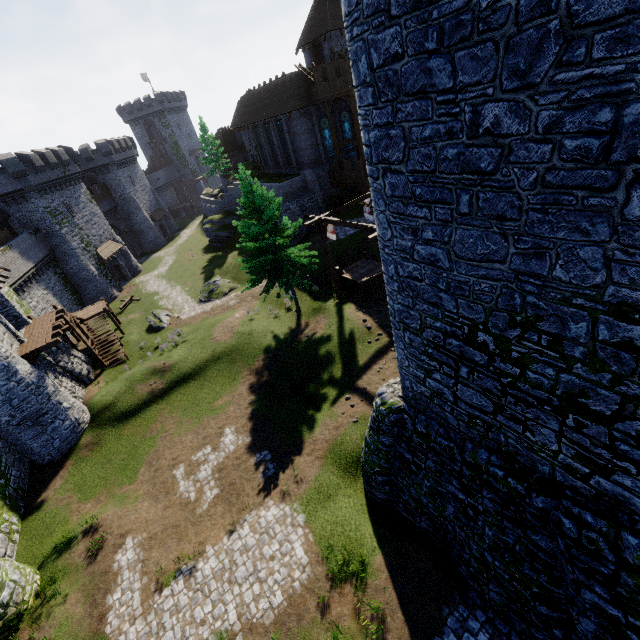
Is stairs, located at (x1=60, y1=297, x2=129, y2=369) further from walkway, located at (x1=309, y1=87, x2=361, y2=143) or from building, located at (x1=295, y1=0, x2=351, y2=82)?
walkway, located at (x1=309, y1=87, x2=361, y2=143)

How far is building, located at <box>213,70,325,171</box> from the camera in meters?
33.4 m

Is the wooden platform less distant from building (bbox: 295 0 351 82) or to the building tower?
the building tower

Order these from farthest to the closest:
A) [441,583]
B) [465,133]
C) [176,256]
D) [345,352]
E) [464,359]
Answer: [176,256] < [345,352] < [441,583] < [464,359] < [465,133]

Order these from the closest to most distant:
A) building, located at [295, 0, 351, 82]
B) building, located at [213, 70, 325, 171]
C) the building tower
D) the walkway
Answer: the building tower
the walkway
building, located at [213, 70, 325, 171]
building, located at [295, 0, 351, 82]

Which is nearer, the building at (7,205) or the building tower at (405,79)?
the building tower at (405,79)

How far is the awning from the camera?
40.7 meters

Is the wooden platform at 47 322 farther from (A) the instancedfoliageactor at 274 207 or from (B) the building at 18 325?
(A) the instancedfoliageactor at 274 207
